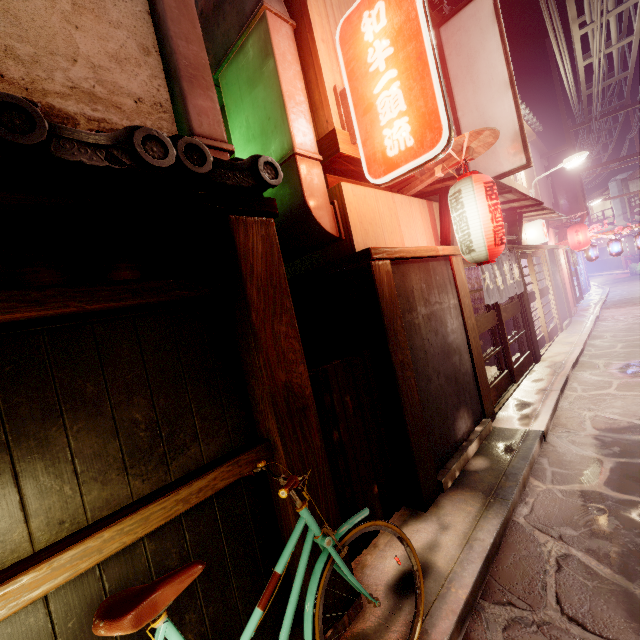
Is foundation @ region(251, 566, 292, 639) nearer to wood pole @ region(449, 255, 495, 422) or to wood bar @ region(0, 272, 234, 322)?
wood bar @ region(0, 272, 234, 322)

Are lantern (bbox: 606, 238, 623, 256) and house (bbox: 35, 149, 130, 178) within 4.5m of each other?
no

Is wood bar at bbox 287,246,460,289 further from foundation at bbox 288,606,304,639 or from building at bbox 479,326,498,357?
foundation at bbox 288,606,304,639

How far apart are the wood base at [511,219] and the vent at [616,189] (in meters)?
62.80

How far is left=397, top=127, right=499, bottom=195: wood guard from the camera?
7.1 meters

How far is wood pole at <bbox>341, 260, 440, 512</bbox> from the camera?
6.4m

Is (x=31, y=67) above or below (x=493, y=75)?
below

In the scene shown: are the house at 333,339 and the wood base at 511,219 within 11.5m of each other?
yes
